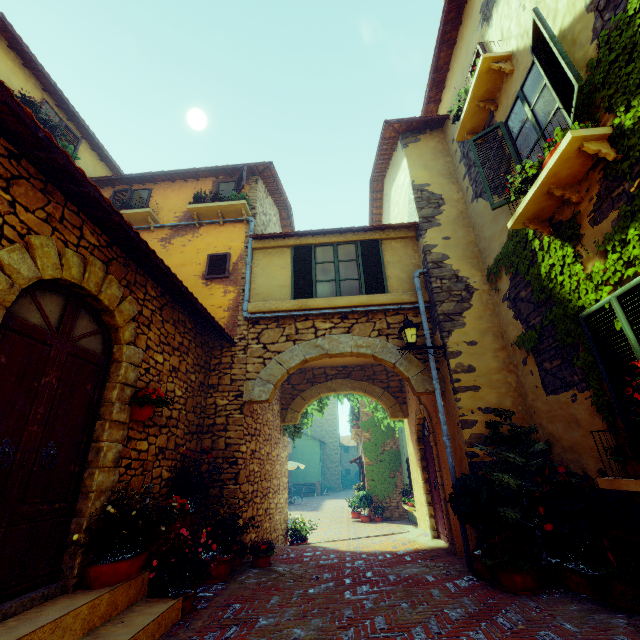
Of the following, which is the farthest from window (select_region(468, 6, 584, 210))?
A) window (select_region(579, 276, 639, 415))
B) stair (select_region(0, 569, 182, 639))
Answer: stair (select_region(0, 569, 182, 639))

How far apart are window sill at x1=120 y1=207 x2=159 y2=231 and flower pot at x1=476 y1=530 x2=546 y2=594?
9.5m

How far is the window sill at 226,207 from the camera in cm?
811

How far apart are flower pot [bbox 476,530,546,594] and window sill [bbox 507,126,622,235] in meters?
4.1

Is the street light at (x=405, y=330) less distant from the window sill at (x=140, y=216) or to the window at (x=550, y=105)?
the window at (x=550, y=105)

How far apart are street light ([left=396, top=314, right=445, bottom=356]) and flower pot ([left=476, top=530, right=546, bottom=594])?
2.8m

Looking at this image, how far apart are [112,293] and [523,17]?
7.22m

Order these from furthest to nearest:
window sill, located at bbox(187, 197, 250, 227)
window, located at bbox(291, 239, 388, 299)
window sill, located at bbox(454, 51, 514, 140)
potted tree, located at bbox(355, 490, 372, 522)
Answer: potted tree, located at bbox(355, 490, 372, 522), window sill, located at bbox(187, 197, 250, 227), window, located at bbox(291, 239, 388, 299), window sill, located at bbox(454, 51, 514, 140)
